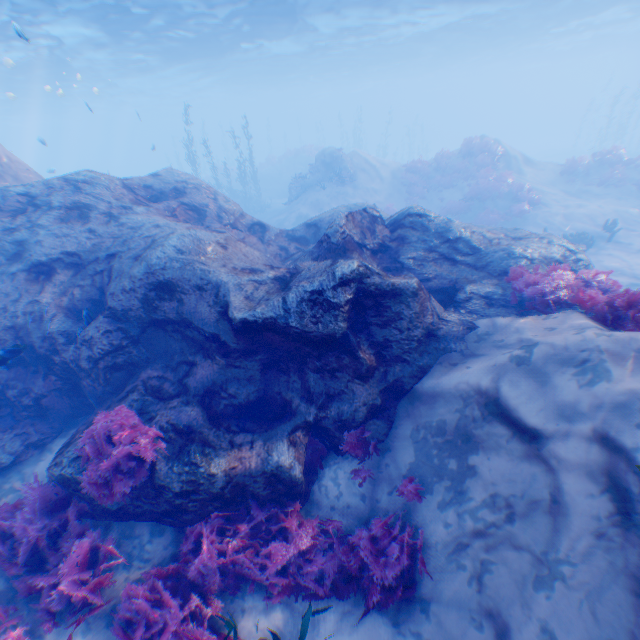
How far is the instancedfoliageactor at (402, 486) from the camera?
5.08m

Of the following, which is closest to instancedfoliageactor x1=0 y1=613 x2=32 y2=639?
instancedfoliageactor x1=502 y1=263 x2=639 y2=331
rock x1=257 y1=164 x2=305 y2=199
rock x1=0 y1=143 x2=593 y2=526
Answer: rock x1=0 y1=143 x2=593 y2=526

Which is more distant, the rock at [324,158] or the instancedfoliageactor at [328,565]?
the rock at [324,158]

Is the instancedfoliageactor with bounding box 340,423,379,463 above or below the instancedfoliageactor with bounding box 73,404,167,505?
below

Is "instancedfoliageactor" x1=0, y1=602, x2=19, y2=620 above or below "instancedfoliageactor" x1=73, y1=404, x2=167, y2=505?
below

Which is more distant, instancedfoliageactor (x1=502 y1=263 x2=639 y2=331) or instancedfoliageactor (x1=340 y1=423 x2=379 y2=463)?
instancedfoliageactor (x1=340 y1=423 x2=379 y2=463)

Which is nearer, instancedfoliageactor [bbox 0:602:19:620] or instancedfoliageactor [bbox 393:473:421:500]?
instancedfoliageactor [bbox 0:602:19:620]

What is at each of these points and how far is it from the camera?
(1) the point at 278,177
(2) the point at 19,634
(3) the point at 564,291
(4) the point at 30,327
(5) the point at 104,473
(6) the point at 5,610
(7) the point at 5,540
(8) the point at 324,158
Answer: (1) rock, 35.8 meters
(2) instancedfoliageactor, 4.2 meters
(3) instancedfoliageactor, 6.3 meters
(4) rock, 7.1 meters
(5) instancedfoliageactor, 4.8 meters
(6) instancedfoliageactor, 4.5 meters
(7) instancedfoliageactor, 5.0 meters
(8) rock, 24.2 meters
